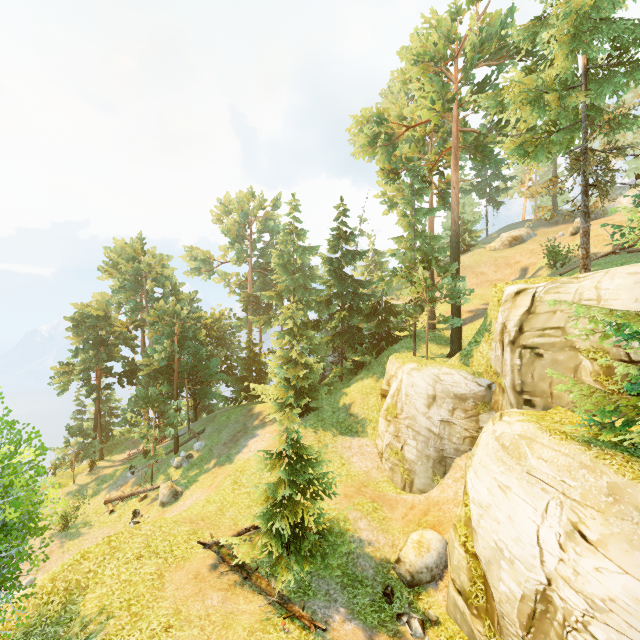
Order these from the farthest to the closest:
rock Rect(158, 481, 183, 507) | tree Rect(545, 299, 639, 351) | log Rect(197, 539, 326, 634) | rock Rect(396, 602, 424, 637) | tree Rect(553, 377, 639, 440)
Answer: rock Rect(158, 481, 183, 507) < rock Rect(396, 602, 424, 637) < log Rect(197, 539, 326, 634) < tree Rect(553, 377, 639, 440) < tree Rect(545, 299, 639, 351)

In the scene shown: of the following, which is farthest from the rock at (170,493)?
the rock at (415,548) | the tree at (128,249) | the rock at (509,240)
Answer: the rock at (509,240)

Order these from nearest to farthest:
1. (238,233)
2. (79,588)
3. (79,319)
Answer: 1. (79,588)
2. (79,319)
3. (238,233)

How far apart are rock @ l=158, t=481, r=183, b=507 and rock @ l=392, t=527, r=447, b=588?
15.69m

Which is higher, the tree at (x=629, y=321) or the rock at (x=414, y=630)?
the tree at (x=629, y=321)

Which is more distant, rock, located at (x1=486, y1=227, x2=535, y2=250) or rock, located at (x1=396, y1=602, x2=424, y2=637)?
rock, located at (x1=486, y1=227, x2=535, y2=250)

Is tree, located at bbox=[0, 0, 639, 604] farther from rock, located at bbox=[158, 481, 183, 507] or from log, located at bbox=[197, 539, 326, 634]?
rock, located at bbox=[158, 481, 183, 507]

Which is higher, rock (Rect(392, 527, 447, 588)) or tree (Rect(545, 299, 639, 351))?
tree (Rect(545, 299, 639, 351))
